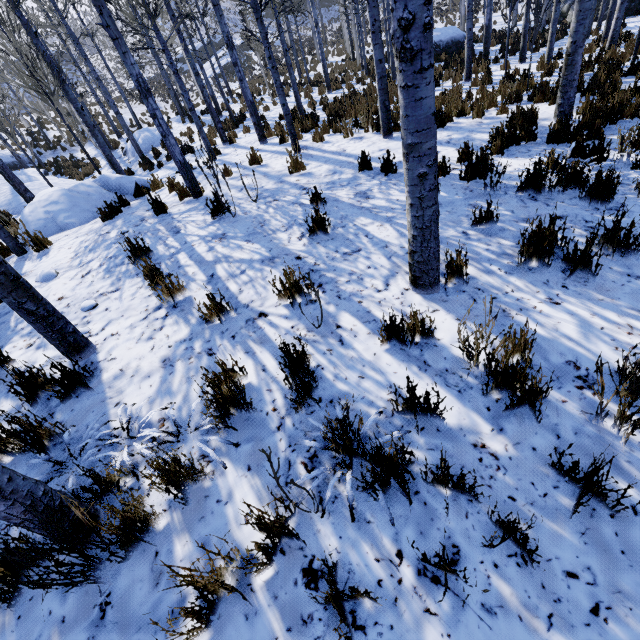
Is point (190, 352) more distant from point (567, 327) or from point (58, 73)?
point (58, 73)

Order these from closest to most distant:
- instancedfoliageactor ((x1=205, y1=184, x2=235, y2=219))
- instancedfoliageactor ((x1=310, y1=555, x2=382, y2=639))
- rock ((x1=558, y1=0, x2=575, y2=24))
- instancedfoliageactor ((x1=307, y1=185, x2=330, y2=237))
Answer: instancedfoliageactor ((x1=310, y1=555, x2=382, y2=639)), instancedfoliageactor ((x1=307, y1=185, x2=330, y2=237)), instancedfoliageactor ((x1=205, y1=184, x2=235, y2=219)), rock ((x1=558, y1=0, x2=575, y2=24))

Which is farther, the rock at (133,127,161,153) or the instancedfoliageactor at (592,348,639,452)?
the rock at (133,127,161,153)

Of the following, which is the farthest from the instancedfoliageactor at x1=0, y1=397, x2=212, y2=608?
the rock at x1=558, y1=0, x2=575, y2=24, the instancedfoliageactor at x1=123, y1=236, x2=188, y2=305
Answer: the rock at x1=558, y1=0, x2=575, y2=24

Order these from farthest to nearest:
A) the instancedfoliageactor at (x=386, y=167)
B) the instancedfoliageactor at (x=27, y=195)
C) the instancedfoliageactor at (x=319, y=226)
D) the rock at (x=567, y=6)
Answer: the rock at (x=567, y=6) < the instancedfoliageactor at (x=27, y=195) < the instancedfoliageactor at (x=386, y=167) < the instancedfoliageactor at (x=319, y=226)

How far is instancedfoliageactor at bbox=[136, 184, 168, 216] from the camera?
5.8 meters

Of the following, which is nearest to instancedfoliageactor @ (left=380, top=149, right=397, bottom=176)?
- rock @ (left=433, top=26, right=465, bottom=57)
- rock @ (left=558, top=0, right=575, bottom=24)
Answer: rock @ (left=433, top=26, right=465, bottom=57)

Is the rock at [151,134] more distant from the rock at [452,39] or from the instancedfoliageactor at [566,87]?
the rock at [452,39]
